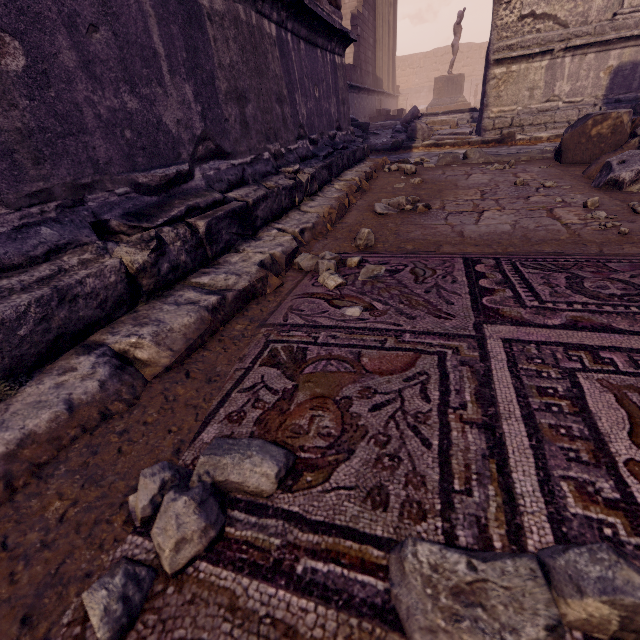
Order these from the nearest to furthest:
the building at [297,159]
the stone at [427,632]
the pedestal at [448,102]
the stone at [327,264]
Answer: the stone at [427,632]
the building at [297,159]
the stone at [327,264]
the pedestal at [448,102]

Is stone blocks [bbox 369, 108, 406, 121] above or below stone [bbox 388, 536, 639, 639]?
above

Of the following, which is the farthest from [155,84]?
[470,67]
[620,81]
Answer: [470,67]

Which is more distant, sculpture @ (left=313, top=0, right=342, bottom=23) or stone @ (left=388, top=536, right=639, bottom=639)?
sculpture @ (left=313, top=0, right=342, bottom=23)

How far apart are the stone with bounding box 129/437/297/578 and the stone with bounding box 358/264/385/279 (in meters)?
0.90

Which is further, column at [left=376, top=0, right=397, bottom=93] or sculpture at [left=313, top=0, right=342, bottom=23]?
column at [left=376, top=0, right=397, bottom=93]

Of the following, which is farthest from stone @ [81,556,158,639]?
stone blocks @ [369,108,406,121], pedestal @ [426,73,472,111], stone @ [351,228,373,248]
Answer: pedestal @ [426,73,472,111]

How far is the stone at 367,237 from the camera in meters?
2.0 m
